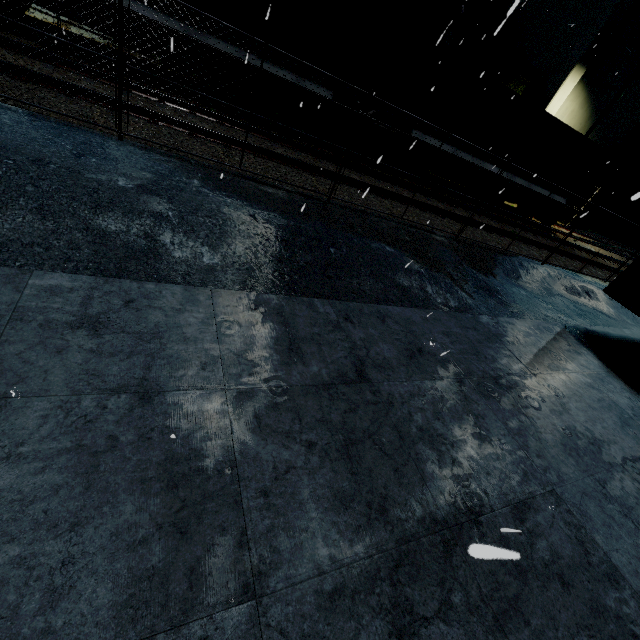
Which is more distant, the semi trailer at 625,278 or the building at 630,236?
the building at 630,236

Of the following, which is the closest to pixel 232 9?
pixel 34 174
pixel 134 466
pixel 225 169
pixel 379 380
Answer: pixel 225 169

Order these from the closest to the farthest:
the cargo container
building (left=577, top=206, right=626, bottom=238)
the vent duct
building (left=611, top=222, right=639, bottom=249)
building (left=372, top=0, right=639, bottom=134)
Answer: the cargo container < building (left=372, top=0, right=639, bottom=134) < the vent duct < building (left=577, top=206, right=626, bottom=238) < building (left=611, top=222, right=639, bottom=249)

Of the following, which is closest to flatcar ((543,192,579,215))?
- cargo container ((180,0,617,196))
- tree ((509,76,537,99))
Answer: cargo container ((180,0,617,196))

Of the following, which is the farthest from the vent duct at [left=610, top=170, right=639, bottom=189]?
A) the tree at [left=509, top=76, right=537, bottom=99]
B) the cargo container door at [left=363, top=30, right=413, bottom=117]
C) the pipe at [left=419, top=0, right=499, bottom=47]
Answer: the cargo container door at [left=363, top=30, right=413, bottom=117]

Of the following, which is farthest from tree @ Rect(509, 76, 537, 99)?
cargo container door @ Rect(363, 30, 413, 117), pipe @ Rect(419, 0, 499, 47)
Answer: cargo container door @ Rect(363, 30, 413, 117)

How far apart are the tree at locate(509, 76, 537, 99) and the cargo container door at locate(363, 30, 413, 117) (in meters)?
15.02

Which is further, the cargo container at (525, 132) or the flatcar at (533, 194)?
the flatcar at (533, 194)
